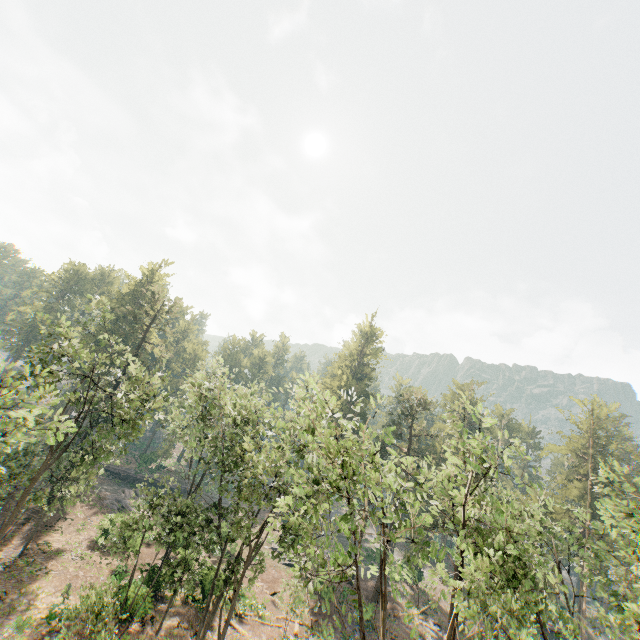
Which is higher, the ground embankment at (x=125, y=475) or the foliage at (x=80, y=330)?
the foliage at (x=80, y=330)

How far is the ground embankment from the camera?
48.6m

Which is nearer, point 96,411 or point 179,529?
point 96,411

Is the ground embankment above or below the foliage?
below

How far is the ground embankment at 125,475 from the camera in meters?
48.6 m

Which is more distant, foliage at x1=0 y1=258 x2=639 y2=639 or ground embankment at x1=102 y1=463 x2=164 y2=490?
ground embankment at x1=102 y1=463 x2=164 y2=490
